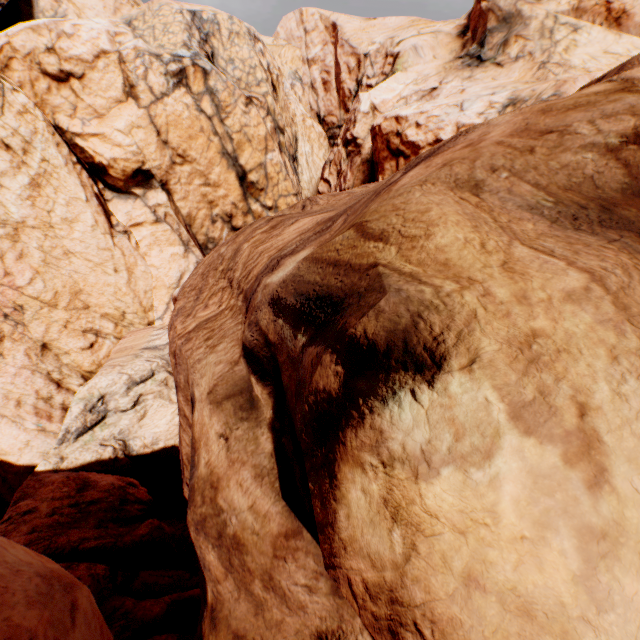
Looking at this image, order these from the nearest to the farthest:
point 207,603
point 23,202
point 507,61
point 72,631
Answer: point 72,631, point 207,603, point 23,202, point 507,61
